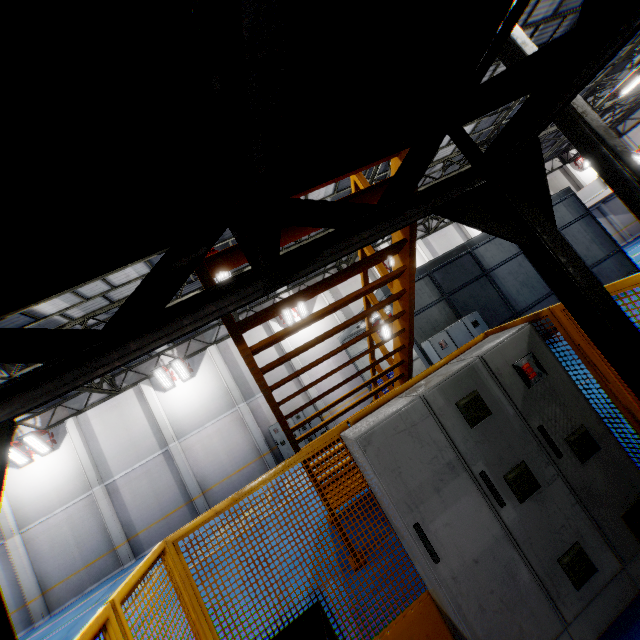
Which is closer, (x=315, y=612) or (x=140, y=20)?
(x=140, y=20)

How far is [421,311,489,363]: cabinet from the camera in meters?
10.1 m

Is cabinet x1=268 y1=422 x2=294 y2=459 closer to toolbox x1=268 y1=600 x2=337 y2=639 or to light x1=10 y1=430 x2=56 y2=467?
light x1=10 y1=430 x2=56 y2=467

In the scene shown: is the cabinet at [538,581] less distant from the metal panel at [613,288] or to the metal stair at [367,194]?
the metal panel at [613,288]

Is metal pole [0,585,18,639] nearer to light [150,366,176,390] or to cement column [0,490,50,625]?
light [150,366,176,390]

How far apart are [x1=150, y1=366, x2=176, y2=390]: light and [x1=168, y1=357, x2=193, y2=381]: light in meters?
0.2

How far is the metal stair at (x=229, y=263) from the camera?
2.5m

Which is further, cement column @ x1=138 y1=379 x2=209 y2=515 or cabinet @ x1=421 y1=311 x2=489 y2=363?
cement column @ x1=138 y1=379 x2=209 y2=515
